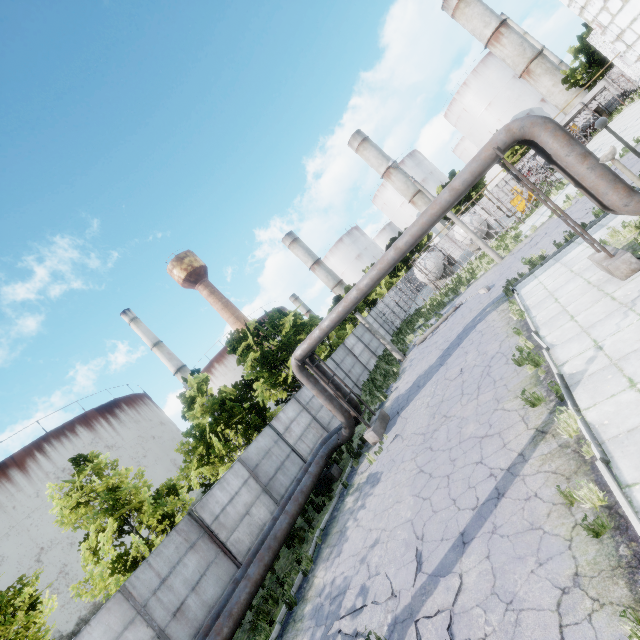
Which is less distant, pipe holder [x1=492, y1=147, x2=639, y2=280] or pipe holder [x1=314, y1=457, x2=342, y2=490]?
pipe holder [x1=492, y1=147, x2=639, y2=280]

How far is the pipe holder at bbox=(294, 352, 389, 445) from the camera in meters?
13.9

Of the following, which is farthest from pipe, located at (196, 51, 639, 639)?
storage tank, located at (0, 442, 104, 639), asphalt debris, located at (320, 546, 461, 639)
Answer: storage tank, located at (0, 442, 104, 639)

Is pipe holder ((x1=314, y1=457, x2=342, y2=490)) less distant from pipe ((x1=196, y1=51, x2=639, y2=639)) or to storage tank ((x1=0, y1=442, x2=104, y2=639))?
pipe ((x1=196, y1=51, x2=639, y2=639))

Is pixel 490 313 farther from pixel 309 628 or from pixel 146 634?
pixel 146 634

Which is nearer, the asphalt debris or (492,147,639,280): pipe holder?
the asphalt debris

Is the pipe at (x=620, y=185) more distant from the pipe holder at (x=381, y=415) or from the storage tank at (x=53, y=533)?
the storage tank at (x=53, y=533)

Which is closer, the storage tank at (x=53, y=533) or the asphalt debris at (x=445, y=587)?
the asphalt debris at (x=445, y=587)
